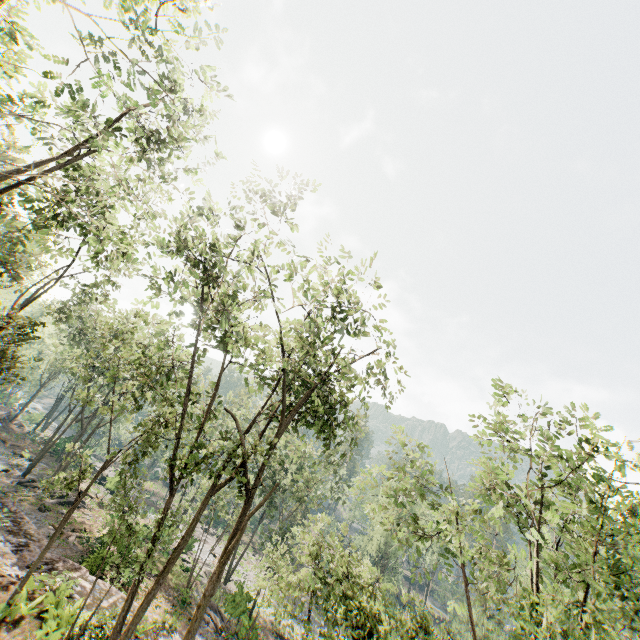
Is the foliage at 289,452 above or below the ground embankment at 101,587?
above

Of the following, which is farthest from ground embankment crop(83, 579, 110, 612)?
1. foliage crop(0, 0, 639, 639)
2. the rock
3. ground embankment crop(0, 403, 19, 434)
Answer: ground embankment crop(0, 403, 19, 434)

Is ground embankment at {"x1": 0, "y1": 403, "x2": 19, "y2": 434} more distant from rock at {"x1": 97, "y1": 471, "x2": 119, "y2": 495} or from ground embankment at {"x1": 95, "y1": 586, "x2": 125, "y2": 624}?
ground embankment at {"x1": 95, "y1": 586, "x2": 125, "y2": 624}

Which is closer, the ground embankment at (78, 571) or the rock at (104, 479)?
the ground embankment at (78, 571)

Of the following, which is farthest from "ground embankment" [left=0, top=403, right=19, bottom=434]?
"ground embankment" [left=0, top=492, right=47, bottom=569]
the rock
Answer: "ground embankment" [left=0, top=492, right=47, bottom=569]

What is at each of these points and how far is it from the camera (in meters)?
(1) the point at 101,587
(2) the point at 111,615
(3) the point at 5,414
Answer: (1) ground embankment, 17.27
(2) ground embankment, 14.92
(3) ground embankment, 43.97

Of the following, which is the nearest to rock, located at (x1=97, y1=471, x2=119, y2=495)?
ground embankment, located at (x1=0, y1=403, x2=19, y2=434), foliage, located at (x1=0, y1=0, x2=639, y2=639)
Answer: foliage, located at (x1=0, y1=0, x2=639, y2=639)
